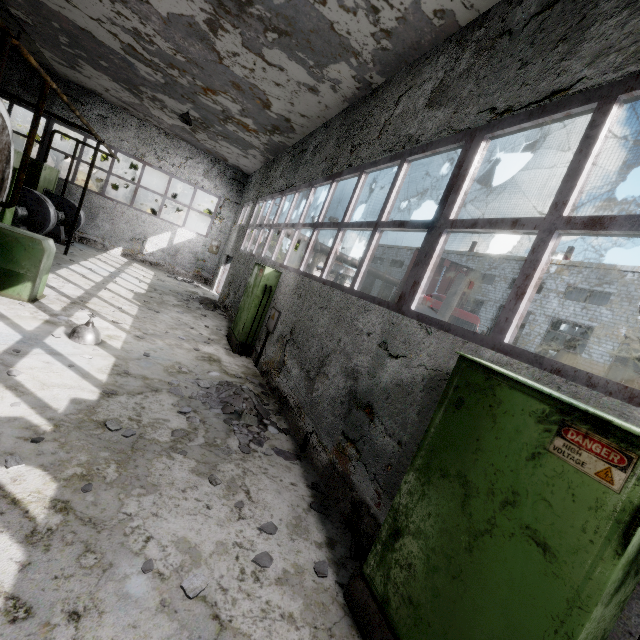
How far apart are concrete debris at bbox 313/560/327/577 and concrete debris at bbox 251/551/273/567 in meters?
0.5 m

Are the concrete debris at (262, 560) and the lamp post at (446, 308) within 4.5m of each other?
no

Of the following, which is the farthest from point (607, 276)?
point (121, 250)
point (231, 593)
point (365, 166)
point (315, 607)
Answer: point (121, 250)

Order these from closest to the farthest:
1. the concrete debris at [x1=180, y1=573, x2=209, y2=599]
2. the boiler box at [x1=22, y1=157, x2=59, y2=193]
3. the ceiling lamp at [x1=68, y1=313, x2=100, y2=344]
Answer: the concrete debris at [x1=180, y1=573, x2=209, y2=599]
the ceiling lamp at [x1=68, y1=313, x2=100, y2=344]
the boiler box at [x1=22, y1=157, x2=59, y2=193]

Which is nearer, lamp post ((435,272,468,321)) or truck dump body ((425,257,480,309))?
lamp post ((435,272,468,321))

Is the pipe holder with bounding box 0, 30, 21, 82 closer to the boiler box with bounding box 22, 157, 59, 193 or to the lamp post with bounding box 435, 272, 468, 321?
the boiler box with bounding box 22, 157, 59, 193

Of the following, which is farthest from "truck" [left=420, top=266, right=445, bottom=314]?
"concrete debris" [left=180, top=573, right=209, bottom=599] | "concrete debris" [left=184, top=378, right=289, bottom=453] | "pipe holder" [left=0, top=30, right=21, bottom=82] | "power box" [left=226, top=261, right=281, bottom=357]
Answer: "pipe holder" [left=0, top=30, right=21, bottom=82]

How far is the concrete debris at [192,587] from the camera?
2.5 meters
